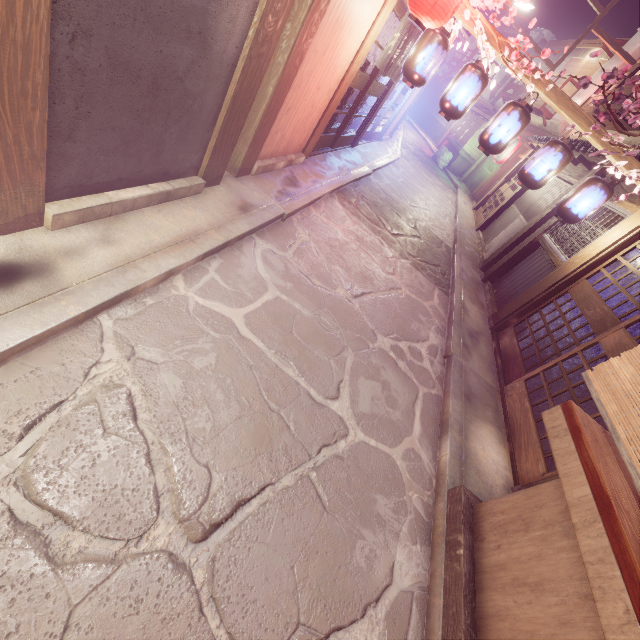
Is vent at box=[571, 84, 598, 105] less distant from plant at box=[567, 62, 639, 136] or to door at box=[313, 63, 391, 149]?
door at box=[313, 63, 391, 149]

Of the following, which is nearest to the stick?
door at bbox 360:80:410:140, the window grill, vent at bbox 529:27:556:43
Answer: the window grill

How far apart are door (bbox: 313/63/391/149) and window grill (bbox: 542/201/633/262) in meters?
9.2

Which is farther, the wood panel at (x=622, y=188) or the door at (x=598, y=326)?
the wood panel at (x=622, y=188)

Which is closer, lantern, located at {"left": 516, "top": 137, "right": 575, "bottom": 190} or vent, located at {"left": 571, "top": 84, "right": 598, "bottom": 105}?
lantern, located at {"left": 516, "top": 137, "right": 575, "bottom": 190}

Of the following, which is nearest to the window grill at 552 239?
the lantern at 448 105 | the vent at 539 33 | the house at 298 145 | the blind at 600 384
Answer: the lantern at 448 105

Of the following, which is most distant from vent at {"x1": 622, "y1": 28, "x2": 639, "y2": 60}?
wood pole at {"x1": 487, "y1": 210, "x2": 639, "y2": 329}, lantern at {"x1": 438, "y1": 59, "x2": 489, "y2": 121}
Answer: lantern at {"x1": 438, "y1": 59, "x2": 489, "y2": 121}

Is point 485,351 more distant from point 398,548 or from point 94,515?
point 94,515
